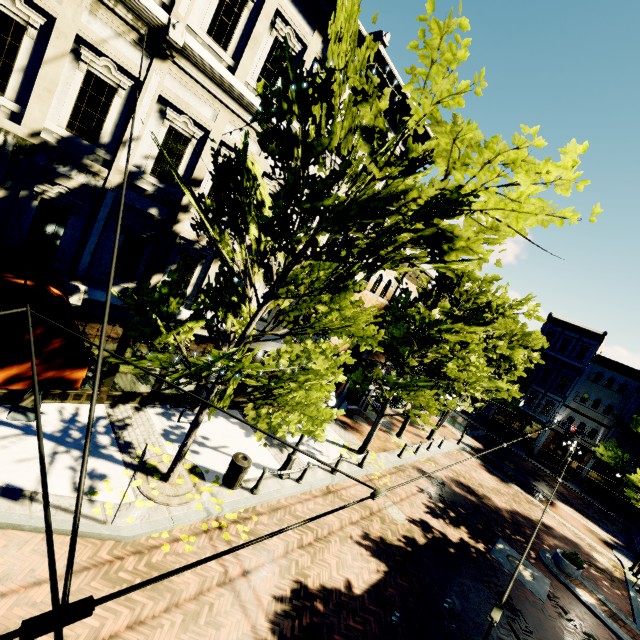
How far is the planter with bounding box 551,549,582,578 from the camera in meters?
13.7 m

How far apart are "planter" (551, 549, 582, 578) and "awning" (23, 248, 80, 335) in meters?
19.3

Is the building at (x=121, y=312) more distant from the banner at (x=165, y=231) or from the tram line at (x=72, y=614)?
the tram line at (x=72, y=614)

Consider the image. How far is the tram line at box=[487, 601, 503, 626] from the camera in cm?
258

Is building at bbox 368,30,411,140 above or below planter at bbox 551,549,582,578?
above

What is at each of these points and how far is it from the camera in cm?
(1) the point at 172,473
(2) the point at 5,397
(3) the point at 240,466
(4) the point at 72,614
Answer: (1) tree, 853
(2) building, 847
(3) garbage, 926
(4) tram line, 142

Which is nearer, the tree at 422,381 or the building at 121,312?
→ the building at 121,312

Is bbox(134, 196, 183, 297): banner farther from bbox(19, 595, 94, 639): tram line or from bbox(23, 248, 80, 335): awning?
bbox(19, 595, 94, 639): tram line
